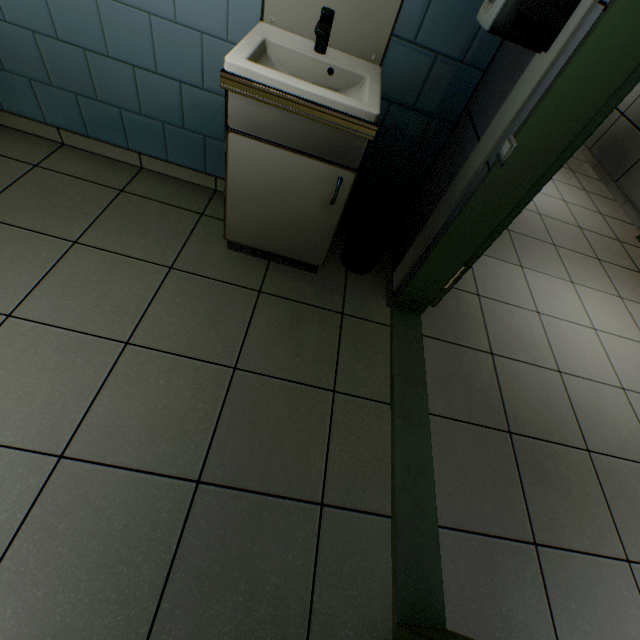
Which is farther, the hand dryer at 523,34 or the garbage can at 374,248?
the garbage can at 374,248

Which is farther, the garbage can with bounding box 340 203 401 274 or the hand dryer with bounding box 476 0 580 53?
the garbage can with bounding box 340 203 401 274

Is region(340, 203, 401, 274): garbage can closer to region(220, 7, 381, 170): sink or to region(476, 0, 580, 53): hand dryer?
region(220, 7, 381, 170): sink

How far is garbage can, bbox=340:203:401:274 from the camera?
1.88m

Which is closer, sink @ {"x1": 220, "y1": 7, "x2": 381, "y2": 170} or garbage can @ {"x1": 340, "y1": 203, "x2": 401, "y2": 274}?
sink @ {"x1": 220, "y1": 7, "x2": 381, "y2": 170}

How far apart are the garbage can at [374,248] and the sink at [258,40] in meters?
0.1

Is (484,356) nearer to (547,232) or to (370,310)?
(370,310)

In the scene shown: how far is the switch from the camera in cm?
115
